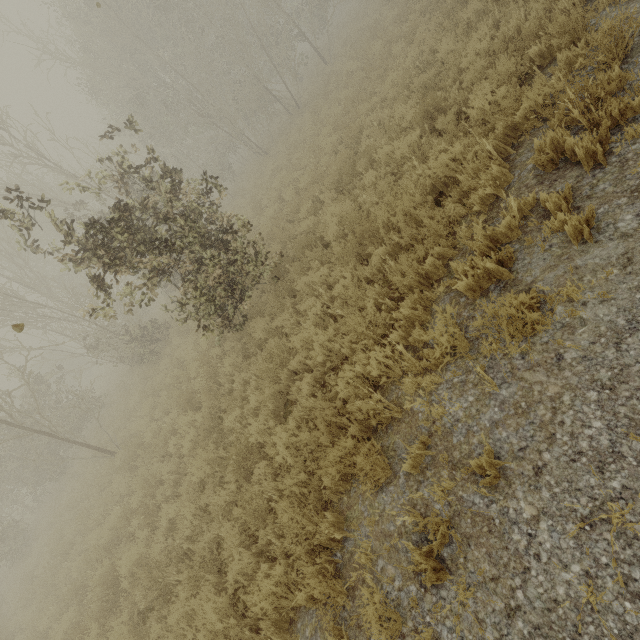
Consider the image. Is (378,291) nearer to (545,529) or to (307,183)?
(545,529)
